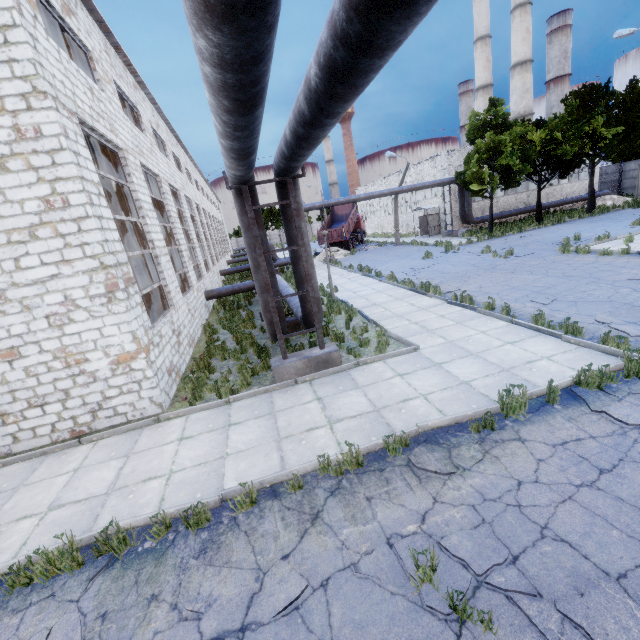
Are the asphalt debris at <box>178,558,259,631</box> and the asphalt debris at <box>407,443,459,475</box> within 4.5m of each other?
yes

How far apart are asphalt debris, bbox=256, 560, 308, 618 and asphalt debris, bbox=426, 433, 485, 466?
2.1m

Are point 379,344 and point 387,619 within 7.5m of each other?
yes

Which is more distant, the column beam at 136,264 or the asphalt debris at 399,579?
the column beam at 136,264

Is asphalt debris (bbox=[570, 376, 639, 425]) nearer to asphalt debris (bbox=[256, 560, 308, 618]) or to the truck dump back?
asphalt debris (bbox=[256, 560, 308, 618])

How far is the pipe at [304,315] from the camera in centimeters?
830cm

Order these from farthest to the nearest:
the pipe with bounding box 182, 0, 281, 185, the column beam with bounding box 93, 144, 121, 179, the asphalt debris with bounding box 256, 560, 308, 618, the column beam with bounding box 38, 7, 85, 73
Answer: the column beam with bounding box 93, 144, 121, 179
the column beam with bounding box 38, 7, 85, 73
the asphalt debris with bounding box 256, 560, 308, 618
the pipe with bounding box 182, 0, 281, 185

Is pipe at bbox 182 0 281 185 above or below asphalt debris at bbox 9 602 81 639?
above
